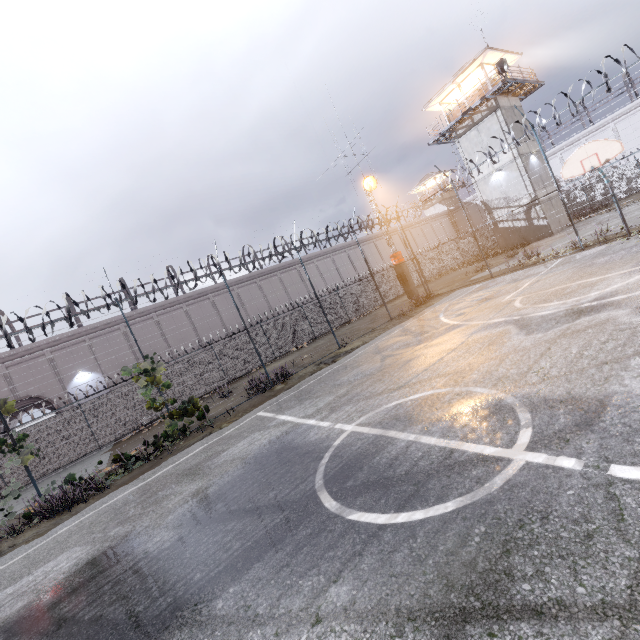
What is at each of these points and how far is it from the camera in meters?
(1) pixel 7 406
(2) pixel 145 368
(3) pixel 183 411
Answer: (1) plant, 9.4 m
(2) plant, 11.3 m
(3) plant, 11.9 m

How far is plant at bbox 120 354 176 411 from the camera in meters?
11.3 m

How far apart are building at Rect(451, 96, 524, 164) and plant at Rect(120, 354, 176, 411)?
28.47m

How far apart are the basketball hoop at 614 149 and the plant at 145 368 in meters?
16.4 m

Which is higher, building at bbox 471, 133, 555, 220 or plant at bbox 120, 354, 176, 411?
building at bbox 471, 133, 555, 220

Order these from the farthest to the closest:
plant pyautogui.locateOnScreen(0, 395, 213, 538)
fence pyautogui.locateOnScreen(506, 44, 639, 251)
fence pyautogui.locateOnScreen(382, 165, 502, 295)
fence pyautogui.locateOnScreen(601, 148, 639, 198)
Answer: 1. fence pyautogui.locateOnScreen(382, 165, 502, 295)
2. fence pyautogui.locateOnScreen(601, 148, 639, 198)
3. fence pyautogui.locateOnScreen(506, 44, 639, 251)
4. plant pyautogui.locateOnScreen(0, 395, 213, 538)

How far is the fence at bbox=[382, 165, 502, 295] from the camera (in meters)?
16.83

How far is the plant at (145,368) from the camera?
11.30m
